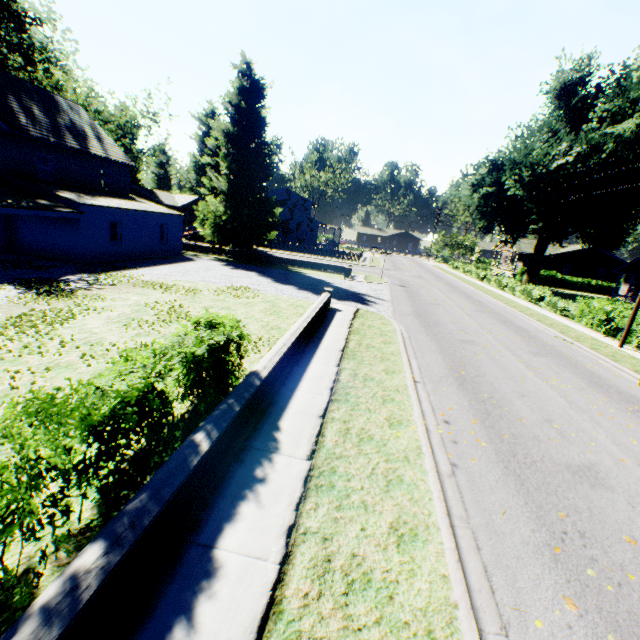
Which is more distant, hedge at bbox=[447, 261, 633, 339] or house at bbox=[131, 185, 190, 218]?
house at bbox=[131, 185, 190, 218]

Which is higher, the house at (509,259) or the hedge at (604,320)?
the house at (509,259)

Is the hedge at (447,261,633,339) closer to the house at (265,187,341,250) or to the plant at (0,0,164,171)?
the plant at (0,0,164,171)

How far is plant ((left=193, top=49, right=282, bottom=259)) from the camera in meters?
25.8

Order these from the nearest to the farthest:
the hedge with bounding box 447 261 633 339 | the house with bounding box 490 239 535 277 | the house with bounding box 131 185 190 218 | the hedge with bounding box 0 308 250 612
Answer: the hedge with bounding box 0 308 250 612
the hedge with bounding box 447 261 633 339
the house with bounding box 490 239 535 277
the house with bounding box 131 185 190 218

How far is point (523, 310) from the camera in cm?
2317

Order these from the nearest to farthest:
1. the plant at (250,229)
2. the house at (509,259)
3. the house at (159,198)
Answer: the plant at (250,229) → the house at (509,259) → the house at (159,198)
